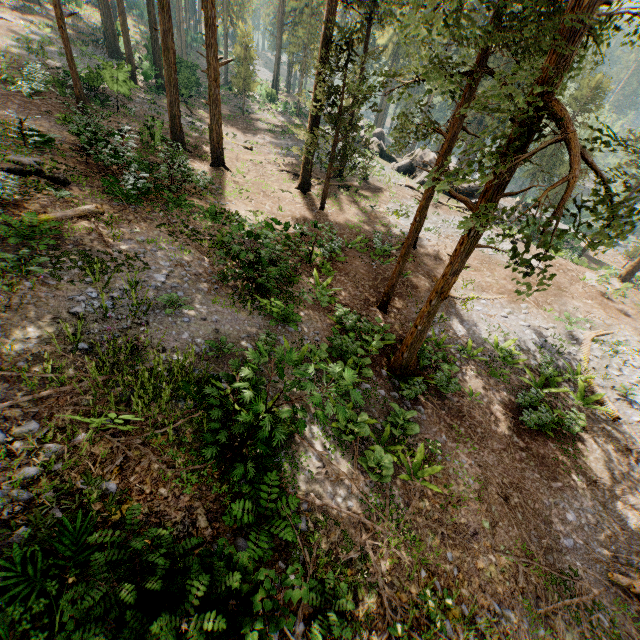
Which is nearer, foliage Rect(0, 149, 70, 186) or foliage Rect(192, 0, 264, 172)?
foliage Rect(0, 149, 70, 186)

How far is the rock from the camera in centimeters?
3225cm

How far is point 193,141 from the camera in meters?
25.5

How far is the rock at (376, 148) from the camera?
32.25m

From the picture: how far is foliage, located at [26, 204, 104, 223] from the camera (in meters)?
9.99

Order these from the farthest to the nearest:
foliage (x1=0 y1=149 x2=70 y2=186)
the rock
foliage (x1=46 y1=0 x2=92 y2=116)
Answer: the rock
foliage (x1=46 y1=0 x2=92 y2=116)
foliage (x1=0 y1=149 x2=70 y2=186)

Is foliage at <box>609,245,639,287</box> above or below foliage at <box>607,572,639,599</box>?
below

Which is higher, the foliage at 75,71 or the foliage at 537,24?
the foliage at 75,71
